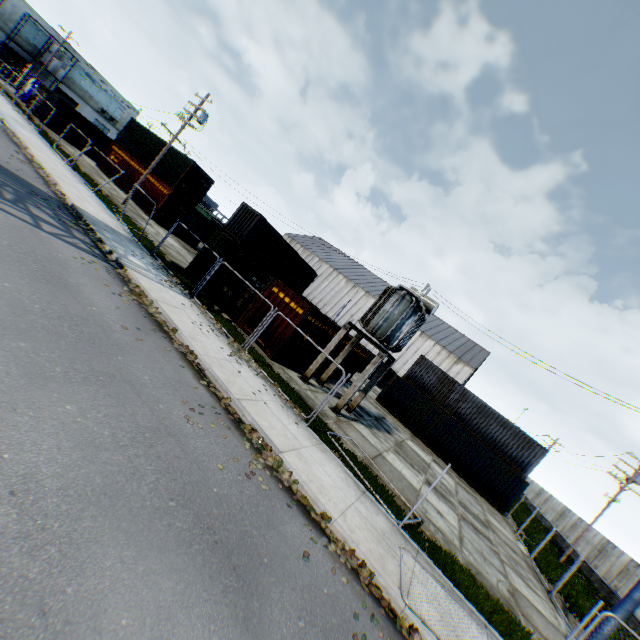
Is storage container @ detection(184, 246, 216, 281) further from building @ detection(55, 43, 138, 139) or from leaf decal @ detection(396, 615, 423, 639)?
building @ detection(55, 43, 138, 139)

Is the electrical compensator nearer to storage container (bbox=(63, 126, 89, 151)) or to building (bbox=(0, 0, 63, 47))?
storage container (bbox=(63, 126, 89, 151))

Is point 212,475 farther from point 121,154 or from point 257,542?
point 121,154

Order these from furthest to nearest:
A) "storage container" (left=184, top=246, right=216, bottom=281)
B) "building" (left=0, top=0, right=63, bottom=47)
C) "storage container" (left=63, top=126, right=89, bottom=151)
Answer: "building" (left=0, top=0, right=63, bottom=47) < "storage container" (left=63, top=126, right=89, bottom=151) < "storage container" (left=184, top=246, right=216, bottom=281)

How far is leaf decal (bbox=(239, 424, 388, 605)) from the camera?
6.07m

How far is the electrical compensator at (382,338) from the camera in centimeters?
1473cm

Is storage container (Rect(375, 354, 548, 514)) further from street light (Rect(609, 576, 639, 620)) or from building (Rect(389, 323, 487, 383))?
building (Rect(389, 323, 487, 383))

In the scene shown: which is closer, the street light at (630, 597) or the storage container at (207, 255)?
the street light at (630, 597)
